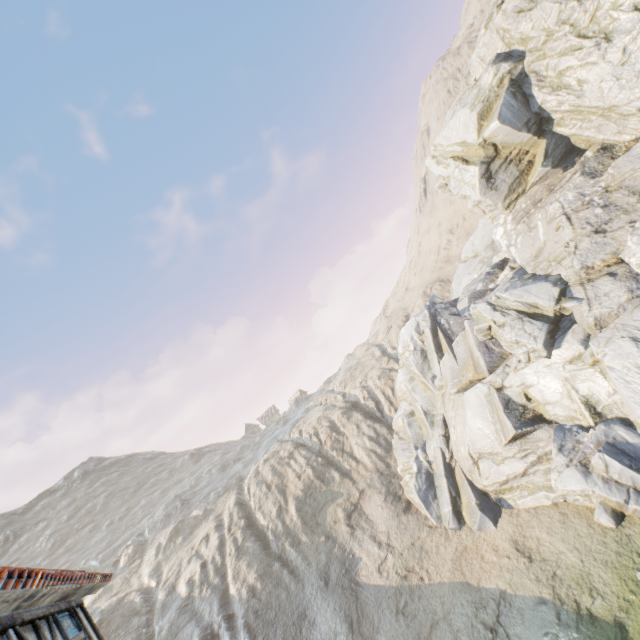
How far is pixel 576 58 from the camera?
17.30m

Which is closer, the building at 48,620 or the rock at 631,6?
the building at 48,620

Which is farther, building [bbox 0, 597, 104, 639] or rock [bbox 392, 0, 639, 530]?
rock [bbox 392, 0, 639, 530]
